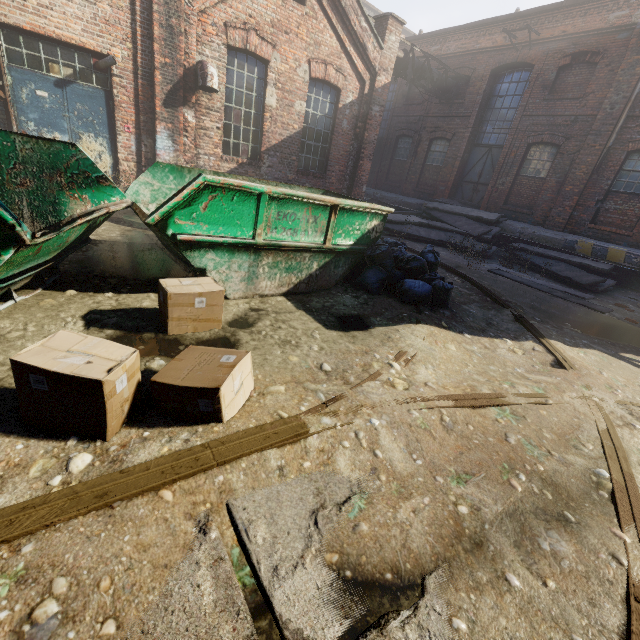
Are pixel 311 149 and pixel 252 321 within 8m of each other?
no

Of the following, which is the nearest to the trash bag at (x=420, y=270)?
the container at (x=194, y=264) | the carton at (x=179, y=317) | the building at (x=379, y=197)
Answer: the container at (x=194, y=264)

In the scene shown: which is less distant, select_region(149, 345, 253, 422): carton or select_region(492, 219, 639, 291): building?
select_region(149, 345, 253, 422): carton

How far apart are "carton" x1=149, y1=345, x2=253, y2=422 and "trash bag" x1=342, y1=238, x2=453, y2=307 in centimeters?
299cm

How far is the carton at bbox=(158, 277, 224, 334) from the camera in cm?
293

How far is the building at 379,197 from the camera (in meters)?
16.26

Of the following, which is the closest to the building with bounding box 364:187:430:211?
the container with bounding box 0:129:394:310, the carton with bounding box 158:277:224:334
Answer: the container with bounding box 0:129:394:310

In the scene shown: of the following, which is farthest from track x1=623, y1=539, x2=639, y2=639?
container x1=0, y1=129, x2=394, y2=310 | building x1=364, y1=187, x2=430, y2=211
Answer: building x1=364, y1=187, x2=430, y2=211
